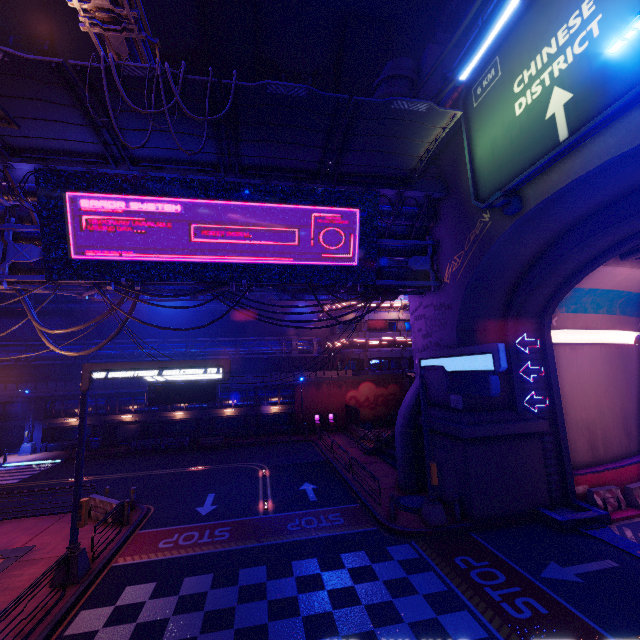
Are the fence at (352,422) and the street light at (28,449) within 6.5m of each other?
no

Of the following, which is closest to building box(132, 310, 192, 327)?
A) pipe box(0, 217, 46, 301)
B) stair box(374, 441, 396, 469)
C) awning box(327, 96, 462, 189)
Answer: pipe box(0, 217, 46, 301)

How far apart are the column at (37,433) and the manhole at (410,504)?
34.1m

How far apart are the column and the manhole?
34.06m

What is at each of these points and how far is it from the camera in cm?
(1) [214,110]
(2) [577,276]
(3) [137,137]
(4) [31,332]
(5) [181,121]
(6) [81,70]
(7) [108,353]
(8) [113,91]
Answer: (1) awning, 1088
(2) tunnel, 1434
(3) awning, 1217
(4) building, 3541
(5) awning, 1153
(6) awning, 938
(7) pipe, 3219
(8) awning, 1021

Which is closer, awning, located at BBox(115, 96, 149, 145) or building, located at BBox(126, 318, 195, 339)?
awning, located at BBox(115, 96, 149, 145)

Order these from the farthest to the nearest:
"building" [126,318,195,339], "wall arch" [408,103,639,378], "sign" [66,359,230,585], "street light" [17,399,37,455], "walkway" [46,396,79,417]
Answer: "building" [126,318,195,339] → "walkway" [46,396,79,417] → "street light" [17,399,37,455] → "sign" [66,359,230,585] → "wall arch" [408,103,639,378]

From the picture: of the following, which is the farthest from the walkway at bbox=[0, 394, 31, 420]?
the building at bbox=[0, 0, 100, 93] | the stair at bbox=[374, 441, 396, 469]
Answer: the stair at bbox=[374, 441, 396, 469]
